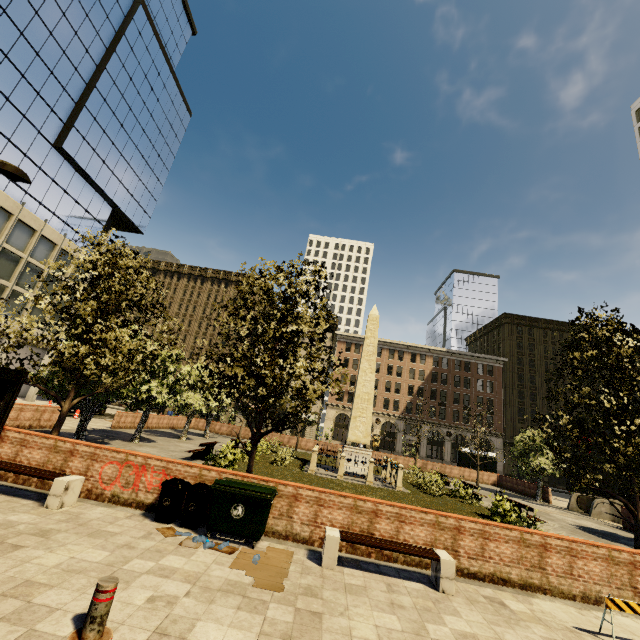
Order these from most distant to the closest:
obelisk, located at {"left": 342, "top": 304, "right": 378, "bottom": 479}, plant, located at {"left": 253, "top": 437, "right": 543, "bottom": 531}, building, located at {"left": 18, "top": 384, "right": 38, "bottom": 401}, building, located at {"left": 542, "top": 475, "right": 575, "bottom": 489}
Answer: Result:
building, located at {"left": 542, "top": 475, "right": 575, "bottom": 489}
building, located at {"left": 18, "top": 384, "right": 38, "bottom": 401}
obelisk, located at {"left": 342, "top": 304, "right": 378, "bottom": 479}
plant, located at {"left": 253, "top": 437, "right": 543, "bottom": 531}

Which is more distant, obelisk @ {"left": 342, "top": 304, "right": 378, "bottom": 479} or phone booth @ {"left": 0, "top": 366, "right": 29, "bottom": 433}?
obelisk @ {"left": 342, "top": 304, "right": 378, "bottom": 479}

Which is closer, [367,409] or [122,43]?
[367,409]

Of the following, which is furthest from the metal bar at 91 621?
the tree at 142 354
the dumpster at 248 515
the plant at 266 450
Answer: the plant at 266 450

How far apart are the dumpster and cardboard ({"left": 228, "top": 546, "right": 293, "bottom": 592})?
0.05m

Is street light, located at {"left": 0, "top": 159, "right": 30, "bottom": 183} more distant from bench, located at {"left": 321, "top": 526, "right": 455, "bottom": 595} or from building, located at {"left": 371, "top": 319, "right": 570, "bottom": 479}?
building, located at {"left": 371, "top": 319, "right": 570, "bottom": 479}

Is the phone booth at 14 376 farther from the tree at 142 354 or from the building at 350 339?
the building at 350 339

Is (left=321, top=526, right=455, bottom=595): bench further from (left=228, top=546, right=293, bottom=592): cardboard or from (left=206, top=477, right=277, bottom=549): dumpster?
(left=206, top=477, right=277, bottom=549): dumpster
